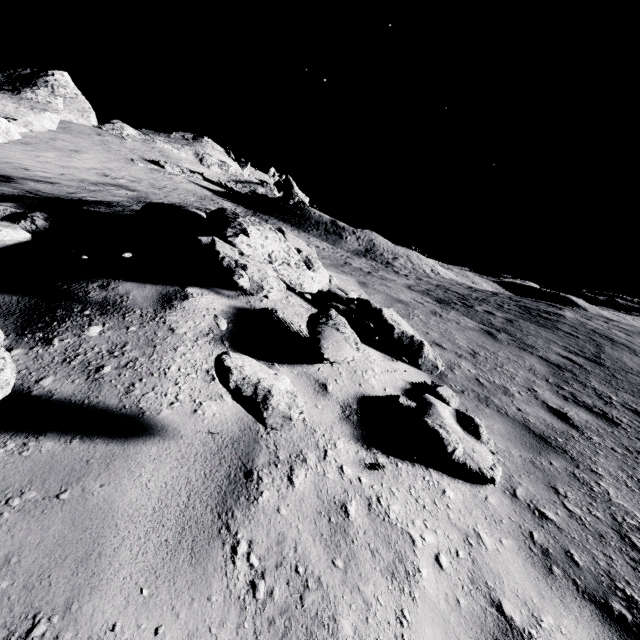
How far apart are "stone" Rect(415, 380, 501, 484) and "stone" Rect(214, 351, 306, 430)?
1.4 meters

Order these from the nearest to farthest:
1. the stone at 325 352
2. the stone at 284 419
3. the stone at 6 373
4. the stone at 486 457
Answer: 1. the stone at 6 373
2. the stone at 284 419
3. the stone at 486 457
4. the stone at 325 352

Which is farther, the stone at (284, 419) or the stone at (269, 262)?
the stone at (269, 262)

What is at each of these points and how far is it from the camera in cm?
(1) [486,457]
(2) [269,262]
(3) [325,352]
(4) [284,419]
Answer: (1) stone, 318
(2) stone, 400
(3) stone, 345
(4) stone, 223

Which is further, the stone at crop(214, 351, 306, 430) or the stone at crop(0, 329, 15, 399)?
the stone at crop(214, 351, 306, 430)

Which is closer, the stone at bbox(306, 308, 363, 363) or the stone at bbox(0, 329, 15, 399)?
the stone at bbox(0, 329, 15, 399)

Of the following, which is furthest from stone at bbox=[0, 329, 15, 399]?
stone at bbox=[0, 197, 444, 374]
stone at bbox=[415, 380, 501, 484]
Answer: stone at bbox=[415, 380, 501, 484]

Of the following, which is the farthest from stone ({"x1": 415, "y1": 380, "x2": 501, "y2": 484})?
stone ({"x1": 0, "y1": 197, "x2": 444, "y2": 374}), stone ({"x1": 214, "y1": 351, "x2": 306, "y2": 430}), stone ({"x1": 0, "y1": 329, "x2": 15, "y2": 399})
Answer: stone ({"x1": 0, "y1": 329, "x2": 15, "y2": 399})
